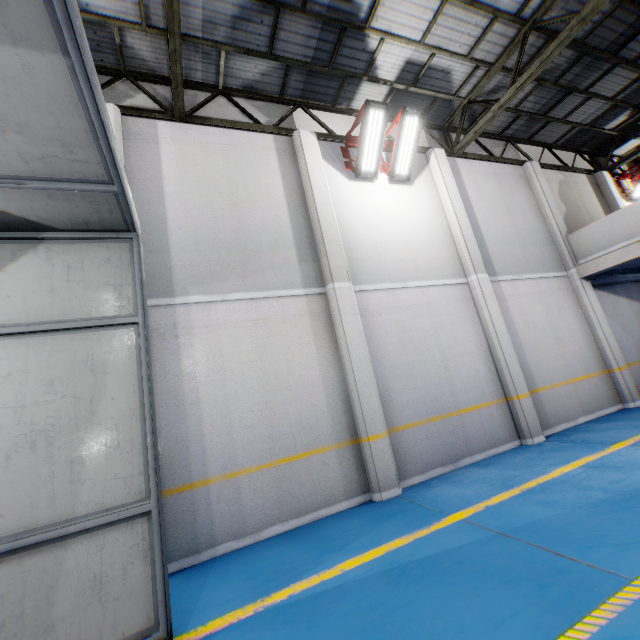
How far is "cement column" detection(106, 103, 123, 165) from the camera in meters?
5.9

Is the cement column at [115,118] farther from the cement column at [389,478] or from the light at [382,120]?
the light at [382,120]

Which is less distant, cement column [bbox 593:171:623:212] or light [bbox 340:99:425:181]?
light [bbox 340:99:425:181]

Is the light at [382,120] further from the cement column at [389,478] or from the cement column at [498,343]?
the cement column at [498,343]

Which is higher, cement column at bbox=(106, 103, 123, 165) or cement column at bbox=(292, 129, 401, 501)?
cement column at bbox=(106, 103, 123, 165)

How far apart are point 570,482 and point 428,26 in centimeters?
919cm

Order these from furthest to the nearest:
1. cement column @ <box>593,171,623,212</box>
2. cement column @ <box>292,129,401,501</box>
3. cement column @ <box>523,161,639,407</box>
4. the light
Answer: cement column @ <box>593,171,623,212</box>
cement column @ <box>523,161,639,407</box>
the light
cement column @ <box>292,129,401,501</box>

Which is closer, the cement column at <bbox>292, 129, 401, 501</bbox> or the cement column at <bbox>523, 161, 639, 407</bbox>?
the cement column at <bbox>292, 129, 401, 501</bbox>
